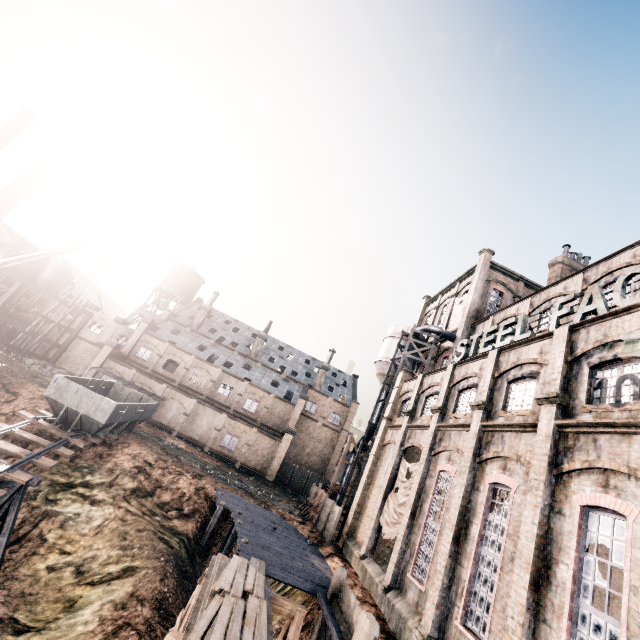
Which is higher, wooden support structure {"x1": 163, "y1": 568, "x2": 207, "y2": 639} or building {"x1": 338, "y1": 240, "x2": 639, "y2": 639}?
building {"x1": 338, "y1": 240, "x2": 639, "y2": 639}

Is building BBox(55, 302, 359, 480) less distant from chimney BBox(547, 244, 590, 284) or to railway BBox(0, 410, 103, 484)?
chimney BBox(547, 244, 590, 284)

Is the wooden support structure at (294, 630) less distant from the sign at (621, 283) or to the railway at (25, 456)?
the railway at (25, 456)

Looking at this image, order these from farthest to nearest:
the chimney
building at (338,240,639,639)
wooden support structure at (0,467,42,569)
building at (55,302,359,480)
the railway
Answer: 1. building at (55,302,359,480)
2. the chimney
3. the railway
4. wooden support structure at (0,467,42,569)
5. building at (338,240,639,639)

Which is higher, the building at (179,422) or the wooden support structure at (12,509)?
the building at (179,422)

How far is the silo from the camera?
31.45m

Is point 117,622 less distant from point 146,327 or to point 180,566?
point 180,566

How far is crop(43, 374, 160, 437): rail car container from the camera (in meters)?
23.23
